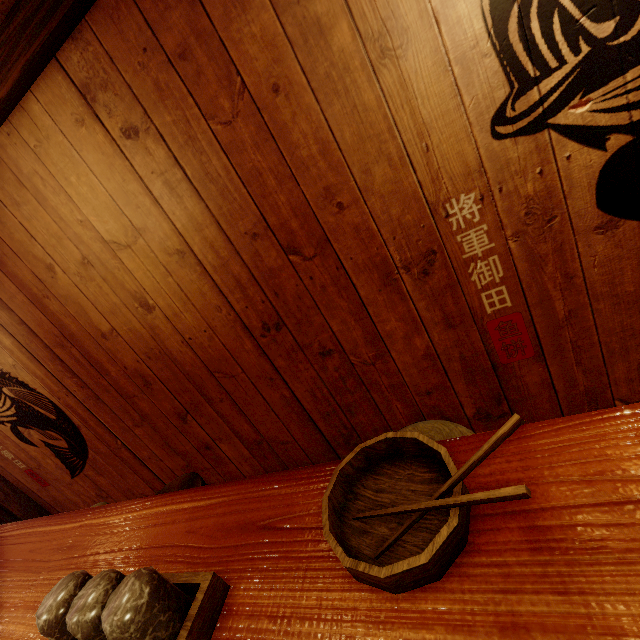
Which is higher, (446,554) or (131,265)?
(131,265)

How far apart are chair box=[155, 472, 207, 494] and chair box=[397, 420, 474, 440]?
1.7m

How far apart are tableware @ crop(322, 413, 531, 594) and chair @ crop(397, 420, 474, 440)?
0.85m

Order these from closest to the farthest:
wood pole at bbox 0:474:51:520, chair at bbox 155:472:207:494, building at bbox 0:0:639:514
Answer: building at bbox 0:0:639:514 < chair at bbox 155:472:207:494 < wood pole at bbox 0:474:51:520

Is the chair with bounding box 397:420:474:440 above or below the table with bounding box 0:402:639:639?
below

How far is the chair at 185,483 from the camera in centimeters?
350cm

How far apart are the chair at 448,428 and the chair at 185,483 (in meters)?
1.72

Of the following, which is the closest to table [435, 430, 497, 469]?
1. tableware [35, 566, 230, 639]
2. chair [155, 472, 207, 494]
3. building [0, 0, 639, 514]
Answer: tableware [35, 566, 230, 639]
